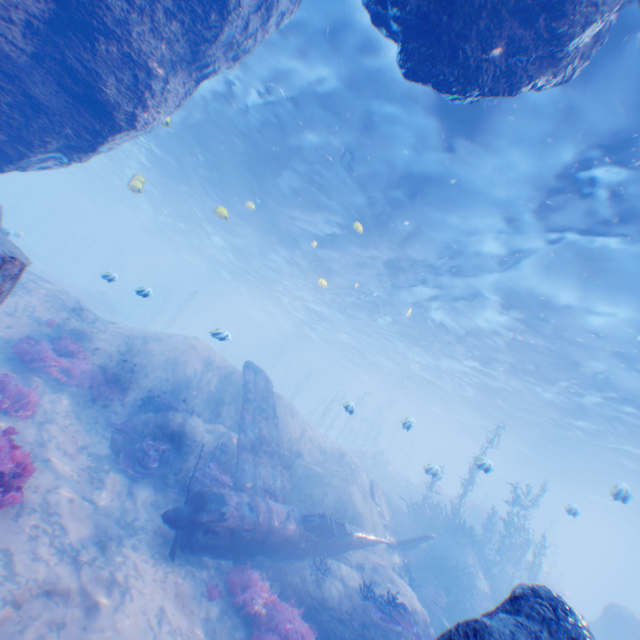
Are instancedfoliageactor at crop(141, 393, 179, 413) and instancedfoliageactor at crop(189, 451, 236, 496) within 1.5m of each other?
no

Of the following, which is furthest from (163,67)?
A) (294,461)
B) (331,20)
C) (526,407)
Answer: (526,407)

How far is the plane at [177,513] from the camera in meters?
7.7

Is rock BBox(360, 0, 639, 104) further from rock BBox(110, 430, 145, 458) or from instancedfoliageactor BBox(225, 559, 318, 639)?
rock BBox(110, 430, 145, 458)

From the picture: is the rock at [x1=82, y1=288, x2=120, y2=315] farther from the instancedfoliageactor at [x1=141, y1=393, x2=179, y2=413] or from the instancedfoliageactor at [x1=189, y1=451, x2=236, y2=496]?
the instancedfoliageactor at [x1=189, y1=451, x2=236, y2=496]

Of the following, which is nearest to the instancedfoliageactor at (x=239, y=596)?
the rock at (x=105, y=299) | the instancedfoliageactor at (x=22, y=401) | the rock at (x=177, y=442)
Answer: the rock at (x=177, y=442)

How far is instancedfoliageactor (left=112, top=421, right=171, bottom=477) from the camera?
9.3 meters

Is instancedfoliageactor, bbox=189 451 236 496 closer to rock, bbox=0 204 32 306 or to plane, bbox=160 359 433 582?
plane, bbox=160 359 433 582
